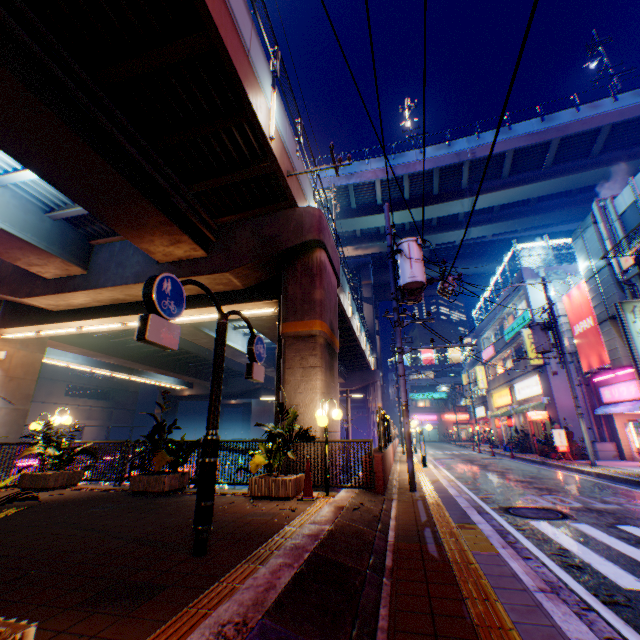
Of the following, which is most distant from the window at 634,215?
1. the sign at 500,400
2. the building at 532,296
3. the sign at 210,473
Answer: the sign at 500,400

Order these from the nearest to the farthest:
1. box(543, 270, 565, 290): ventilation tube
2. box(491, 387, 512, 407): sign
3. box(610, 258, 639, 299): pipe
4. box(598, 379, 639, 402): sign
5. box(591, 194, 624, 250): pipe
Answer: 1. box(610, 258, 639, 299): pipe
2. box(591, 194, 624, 250): pipe
3. box(598, 379, 639, 402): sign
4. box(543, 270, 565, 290): ventilation tube
5. box(491, 387, 512, 407): sign

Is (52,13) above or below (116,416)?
above

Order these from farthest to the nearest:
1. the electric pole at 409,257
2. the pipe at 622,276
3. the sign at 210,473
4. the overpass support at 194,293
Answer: the pipe at 622,276 < the overpass support at 194,293 < the electric pole at 409,257 < the sign at 210,473

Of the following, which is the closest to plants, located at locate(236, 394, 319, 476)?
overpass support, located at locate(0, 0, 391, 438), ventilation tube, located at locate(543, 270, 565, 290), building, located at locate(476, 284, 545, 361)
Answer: overpass support, located at locate(0, 0, 391, 438)

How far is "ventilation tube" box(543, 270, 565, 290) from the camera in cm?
2181

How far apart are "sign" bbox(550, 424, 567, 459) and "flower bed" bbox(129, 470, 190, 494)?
19.7m

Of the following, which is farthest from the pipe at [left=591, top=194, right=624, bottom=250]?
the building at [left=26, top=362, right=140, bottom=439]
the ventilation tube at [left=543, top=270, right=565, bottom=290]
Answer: the building at [left=26, top=362, right=140, bottom=439]
